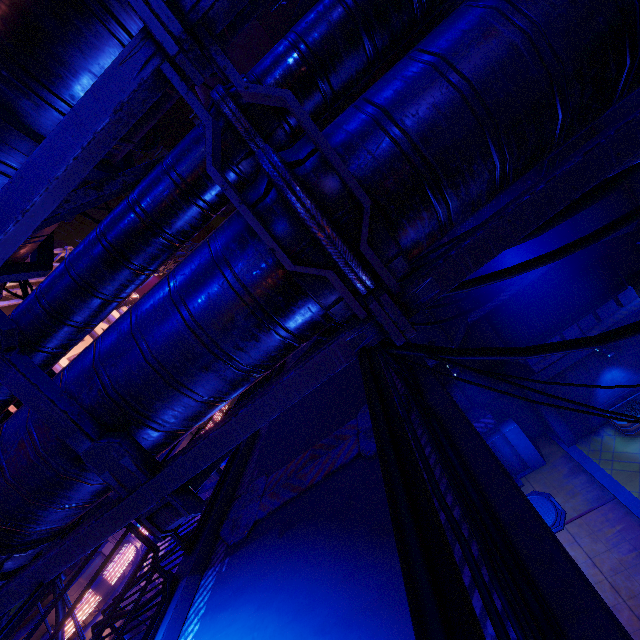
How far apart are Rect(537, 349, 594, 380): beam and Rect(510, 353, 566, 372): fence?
0.00m

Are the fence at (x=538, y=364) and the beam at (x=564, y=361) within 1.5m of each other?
yes

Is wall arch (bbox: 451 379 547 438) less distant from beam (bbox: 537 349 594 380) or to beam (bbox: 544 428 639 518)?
beam (bbox: 544 428 639 518)

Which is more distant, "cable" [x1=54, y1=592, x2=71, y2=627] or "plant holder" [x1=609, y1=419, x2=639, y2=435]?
"plant holder" [x1=609, y1=419, x2=639, y2=435]

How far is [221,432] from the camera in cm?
247

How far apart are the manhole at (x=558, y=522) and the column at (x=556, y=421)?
2.4m

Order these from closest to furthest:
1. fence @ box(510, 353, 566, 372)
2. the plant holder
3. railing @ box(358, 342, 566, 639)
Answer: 1. railing @ box(358, 342, 566, 639)
2. the plant holder
3. fence @ box(510, 353, 566, 372)

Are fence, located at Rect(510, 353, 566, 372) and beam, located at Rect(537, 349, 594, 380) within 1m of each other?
yes
